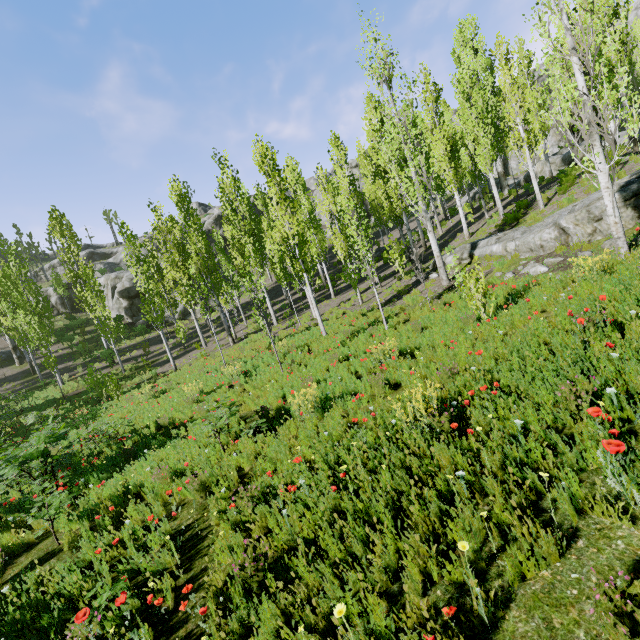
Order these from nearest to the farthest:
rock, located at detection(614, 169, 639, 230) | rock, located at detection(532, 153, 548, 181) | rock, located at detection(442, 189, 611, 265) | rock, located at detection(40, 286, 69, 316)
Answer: rock, located at detection(614, 169, 639, 230) < rock, located at detection(442, 189, 611, 265) < rock, located at detection(532, 153, 548, 181) < rock, located at detection(40, 286, 69, 316)

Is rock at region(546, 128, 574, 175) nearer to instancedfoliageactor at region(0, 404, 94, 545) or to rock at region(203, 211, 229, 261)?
instancedfoliageactor at region(0, 404, 94, 545)

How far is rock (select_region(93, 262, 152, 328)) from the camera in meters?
36.6

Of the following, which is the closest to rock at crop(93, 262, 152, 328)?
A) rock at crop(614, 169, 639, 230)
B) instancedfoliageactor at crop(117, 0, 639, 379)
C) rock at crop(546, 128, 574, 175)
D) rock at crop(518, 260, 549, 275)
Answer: instancedfoliageactor at crop(117, 0, 639, 379)

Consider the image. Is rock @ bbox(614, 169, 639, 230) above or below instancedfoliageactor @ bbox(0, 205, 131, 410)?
below

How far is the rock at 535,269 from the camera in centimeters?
982cm

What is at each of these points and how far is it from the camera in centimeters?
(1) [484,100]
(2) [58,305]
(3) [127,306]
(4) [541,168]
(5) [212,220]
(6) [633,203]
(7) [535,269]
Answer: (1) instancedfoliageactor, 1828cm
(2) rock, 4219cm
(3) rock, 3716cm
(4) rock, 2706cm
(5) rock, 4794cm
(6) rock, 859cm
(7) rock, 1003cm

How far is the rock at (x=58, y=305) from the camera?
42.0m
